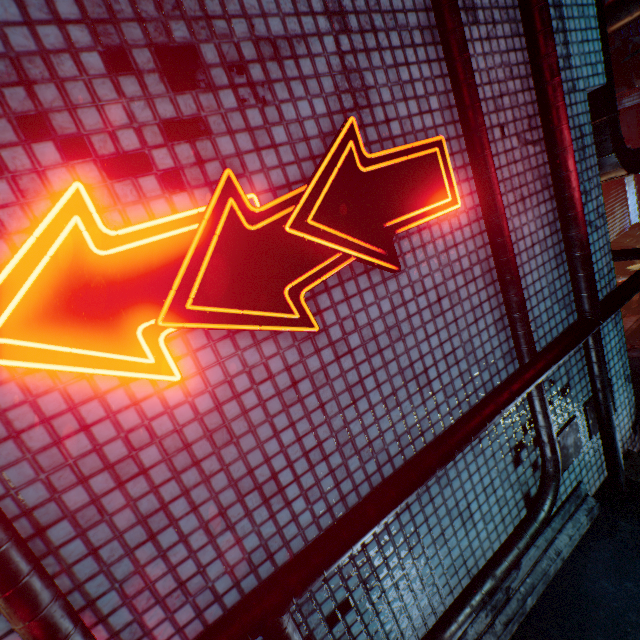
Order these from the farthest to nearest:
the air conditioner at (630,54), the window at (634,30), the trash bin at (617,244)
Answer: the trash bin at (617,244) < the window at (634,30) < the air conditioner at (630,54)

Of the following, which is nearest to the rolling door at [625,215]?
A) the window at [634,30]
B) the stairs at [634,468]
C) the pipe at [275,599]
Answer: the window at [634,30]

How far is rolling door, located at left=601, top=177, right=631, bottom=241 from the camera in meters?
7.8

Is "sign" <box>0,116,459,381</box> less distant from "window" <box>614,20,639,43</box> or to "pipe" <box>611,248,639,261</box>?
"pipe" <box>611,248,639,261</box>

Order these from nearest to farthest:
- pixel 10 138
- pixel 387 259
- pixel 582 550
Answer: pixel 10 138 < pixel 387 259 < pixel 582 550

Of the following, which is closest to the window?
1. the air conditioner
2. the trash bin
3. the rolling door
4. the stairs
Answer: the air conditioner

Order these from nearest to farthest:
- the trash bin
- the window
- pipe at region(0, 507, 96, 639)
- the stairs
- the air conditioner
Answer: pipe at region(0, 507, 96, 639) < the stairs < the air conditioner < the window < the trash bin

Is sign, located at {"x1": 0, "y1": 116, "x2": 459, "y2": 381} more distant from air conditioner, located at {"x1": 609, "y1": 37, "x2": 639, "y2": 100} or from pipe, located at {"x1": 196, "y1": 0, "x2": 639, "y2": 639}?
air conditioner, located at {"x1": 609, "y1": 37, "x2": 639, "y2": 100}
